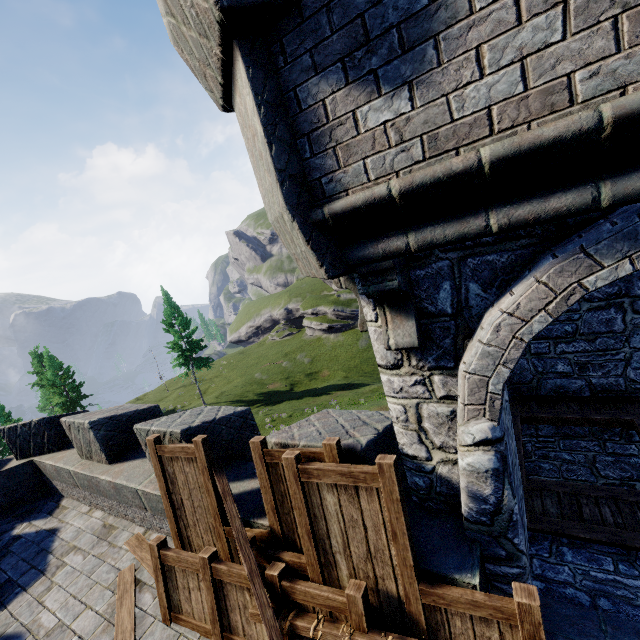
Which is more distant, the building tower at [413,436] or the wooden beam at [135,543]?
the wooden beam at [135,543]

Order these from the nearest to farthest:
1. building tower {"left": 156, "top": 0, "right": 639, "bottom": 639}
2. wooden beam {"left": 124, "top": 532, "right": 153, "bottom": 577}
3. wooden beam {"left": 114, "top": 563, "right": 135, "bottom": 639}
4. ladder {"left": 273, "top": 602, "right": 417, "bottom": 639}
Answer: building tower {"left": 156, "top": 0, "right": 639, "bottom": 639} → ladder {"left": 273, "top": 602, "right": 417, "bottom": 639} → wooden beam {"left": 114, "top": 563, "right": 135, "bottom": 639} → wooden beam {"left": 124, "top": 532, "right": 153, "bottom": 577}

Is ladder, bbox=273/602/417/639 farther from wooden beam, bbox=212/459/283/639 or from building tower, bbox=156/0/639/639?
building tower, bbox=156/0/639/639

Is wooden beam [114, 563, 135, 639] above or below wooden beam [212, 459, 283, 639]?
below

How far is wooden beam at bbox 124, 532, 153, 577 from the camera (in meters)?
5.17

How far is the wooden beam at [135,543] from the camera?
5.2m

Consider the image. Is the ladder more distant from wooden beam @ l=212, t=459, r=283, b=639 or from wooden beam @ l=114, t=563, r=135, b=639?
wooden beam @ l=114, t=563, r=135, b=639

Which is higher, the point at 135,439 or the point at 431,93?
the point at 431,93
